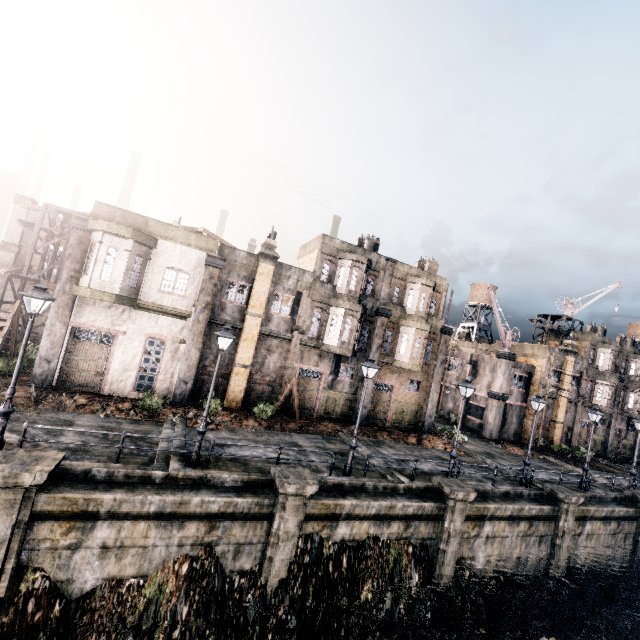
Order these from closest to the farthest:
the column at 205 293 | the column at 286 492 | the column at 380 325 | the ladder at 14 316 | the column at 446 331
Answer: the column at 286 492 < the ladder at 14 316 < the column at 205 293 < the column at 380 325 < the column at 446 331

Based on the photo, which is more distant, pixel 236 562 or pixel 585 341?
pixel 585 341

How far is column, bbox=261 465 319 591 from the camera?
12.4 meters

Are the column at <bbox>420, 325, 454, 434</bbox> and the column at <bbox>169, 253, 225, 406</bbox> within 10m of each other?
no

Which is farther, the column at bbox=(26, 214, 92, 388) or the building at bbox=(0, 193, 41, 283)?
the building at bbox=(0, 193, 41, 283)

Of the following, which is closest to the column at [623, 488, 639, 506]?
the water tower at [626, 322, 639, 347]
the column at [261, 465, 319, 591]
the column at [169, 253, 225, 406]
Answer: the column at [261, 465, 319, 591]

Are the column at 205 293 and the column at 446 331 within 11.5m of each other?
no

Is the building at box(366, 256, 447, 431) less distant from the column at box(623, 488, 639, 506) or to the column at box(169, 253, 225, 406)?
the column at box(169, 253, 225, 406)
